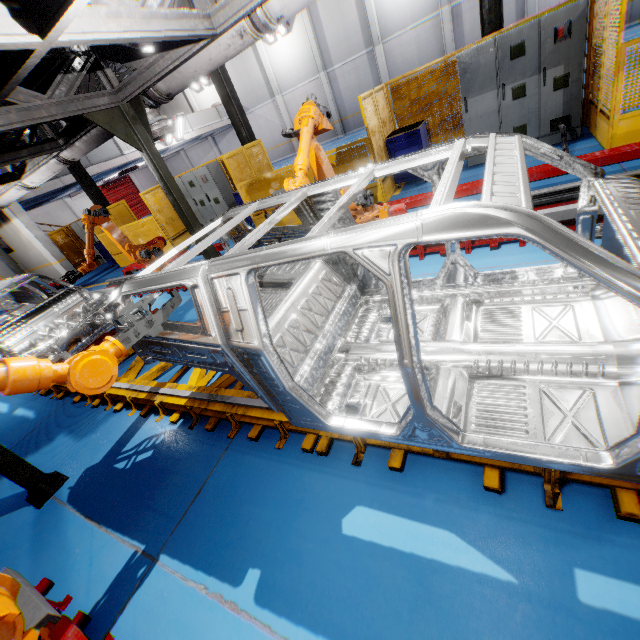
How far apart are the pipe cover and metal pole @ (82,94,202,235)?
0.03m

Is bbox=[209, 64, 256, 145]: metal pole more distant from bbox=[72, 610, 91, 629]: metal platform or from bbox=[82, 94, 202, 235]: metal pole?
bbox=[72, 610, 91, 629]: metal platform

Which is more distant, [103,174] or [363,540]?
[103,174]

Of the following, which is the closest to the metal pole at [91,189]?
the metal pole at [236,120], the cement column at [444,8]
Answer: the metal pole at [236,120]

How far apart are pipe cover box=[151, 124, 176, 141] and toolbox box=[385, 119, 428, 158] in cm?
465

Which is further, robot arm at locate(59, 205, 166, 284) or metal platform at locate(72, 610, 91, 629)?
robot arm at locate(59, 205, 166, 284)

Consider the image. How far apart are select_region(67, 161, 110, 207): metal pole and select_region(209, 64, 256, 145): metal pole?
6.7 meters

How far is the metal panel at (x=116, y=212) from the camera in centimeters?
1114cm
